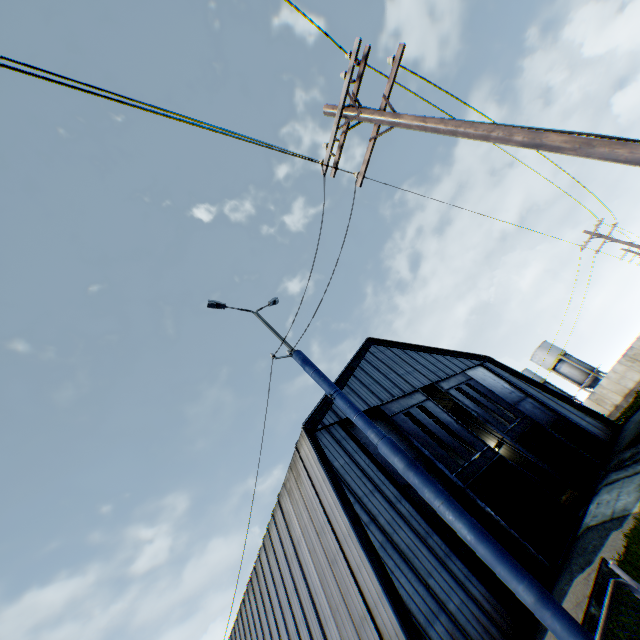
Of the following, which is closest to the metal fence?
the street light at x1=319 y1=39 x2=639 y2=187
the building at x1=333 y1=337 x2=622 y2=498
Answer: the street light at x1=319 y1=39 x2=639 y2=187

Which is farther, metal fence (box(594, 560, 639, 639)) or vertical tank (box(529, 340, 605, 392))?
vertical tank (box(529, 340, 605, 392))

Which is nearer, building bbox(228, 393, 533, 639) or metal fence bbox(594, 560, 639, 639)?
metal fence bbox(594, 560, 639, 639)

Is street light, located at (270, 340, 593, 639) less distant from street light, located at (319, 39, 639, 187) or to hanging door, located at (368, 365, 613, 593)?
street light, located at (319, 39, 639, 187)

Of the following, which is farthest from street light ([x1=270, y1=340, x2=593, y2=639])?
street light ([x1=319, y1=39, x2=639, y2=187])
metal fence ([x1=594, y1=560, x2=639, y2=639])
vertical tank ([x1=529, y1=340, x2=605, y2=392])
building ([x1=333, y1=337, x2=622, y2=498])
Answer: vertical tank ([x1=529, y1=340, x2=605, y2=392])

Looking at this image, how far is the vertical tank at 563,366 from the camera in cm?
4784

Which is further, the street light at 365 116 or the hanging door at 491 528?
the hanging door at 491 528

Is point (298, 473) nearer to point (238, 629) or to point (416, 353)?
point (416, 353)
